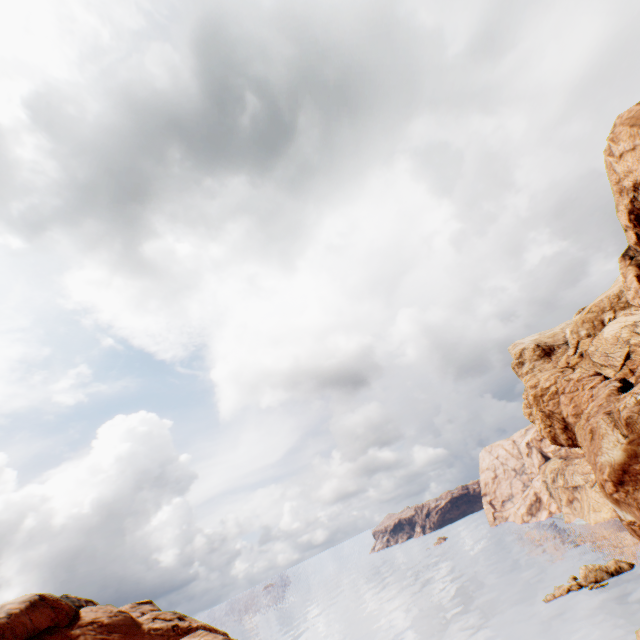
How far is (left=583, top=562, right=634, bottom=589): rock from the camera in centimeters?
5806cm

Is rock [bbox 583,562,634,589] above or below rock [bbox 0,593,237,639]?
below

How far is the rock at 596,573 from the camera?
58.1m

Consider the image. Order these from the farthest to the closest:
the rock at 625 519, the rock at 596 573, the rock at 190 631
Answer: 1. the rock at 596 573
2. the rock at 190 631
3. the rock at 625 519

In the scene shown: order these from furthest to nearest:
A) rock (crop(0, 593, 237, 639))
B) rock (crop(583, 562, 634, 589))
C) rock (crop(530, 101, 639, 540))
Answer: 1. rock (crop(583, 562, 634, 589))
2. rock (crop(0, 593, 237, 639))
3. rock (crop(530, 101, 639, 540))

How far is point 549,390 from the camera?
57.4 meters

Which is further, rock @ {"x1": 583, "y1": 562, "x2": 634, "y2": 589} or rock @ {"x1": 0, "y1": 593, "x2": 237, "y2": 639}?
rock @ {"x1": 583, "y1": 562, "x2": 634, "y2": 589}
